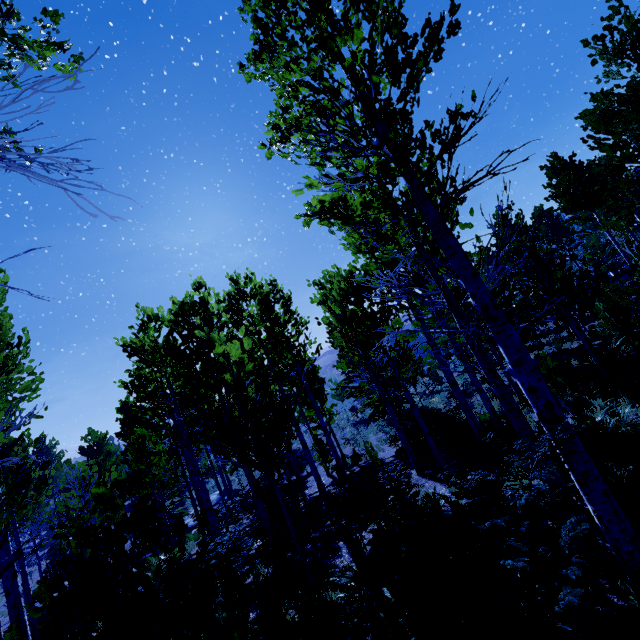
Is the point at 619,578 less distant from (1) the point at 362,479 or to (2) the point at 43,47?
(2) the point at 43,47

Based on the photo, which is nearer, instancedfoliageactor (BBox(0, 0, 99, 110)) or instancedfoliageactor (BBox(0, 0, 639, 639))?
instancedfoliageactor (BBox(0, 0, 99, 110))

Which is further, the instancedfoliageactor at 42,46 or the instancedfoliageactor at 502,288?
the instancedfoliageactor at 502,288
